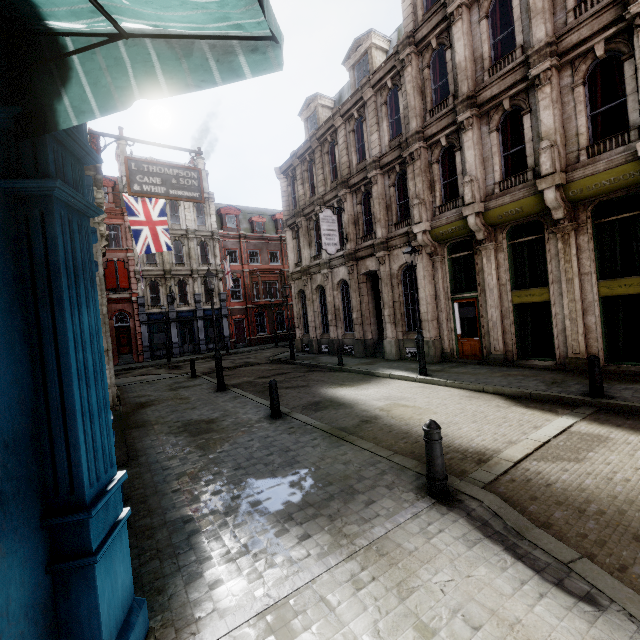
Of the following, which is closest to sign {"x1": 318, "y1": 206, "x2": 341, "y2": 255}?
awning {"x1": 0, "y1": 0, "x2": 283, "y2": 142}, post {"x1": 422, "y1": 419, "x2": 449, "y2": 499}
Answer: post {"x1": 422, "y1": 419, "x2": 449, "y2": 499}

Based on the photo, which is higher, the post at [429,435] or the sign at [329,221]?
the sign at [329,221]

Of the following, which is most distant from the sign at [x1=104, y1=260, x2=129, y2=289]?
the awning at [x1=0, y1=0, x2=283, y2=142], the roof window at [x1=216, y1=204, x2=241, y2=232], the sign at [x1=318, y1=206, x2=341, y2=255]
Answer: the awning at [x1=0, y1=0, x2=283, y2=142]

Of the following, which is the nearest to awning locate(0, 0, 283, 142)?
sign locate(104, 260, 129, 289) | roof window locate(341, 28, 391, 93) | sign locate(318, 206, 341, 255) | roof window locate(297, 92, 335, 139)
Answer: sign locate(318, 206, 341, 255)

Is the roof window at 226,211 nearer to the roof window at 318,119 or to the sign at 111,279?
the sign at 111,279

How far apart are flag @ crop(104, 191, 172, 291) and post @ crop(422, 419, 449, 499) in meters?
15.3 m

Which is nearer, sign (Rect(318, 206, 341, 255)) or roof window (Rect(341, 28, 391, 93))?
roof window (Rect(341, 28, 391, 93))

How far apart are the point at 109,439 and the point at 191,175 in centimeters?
957cm
